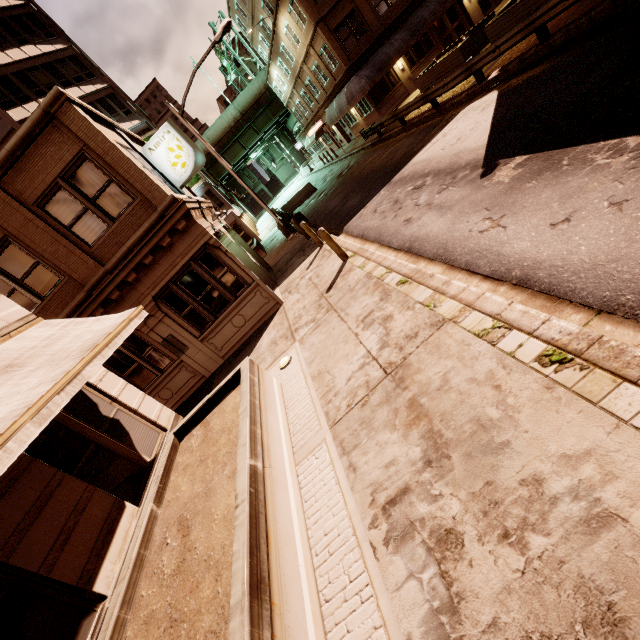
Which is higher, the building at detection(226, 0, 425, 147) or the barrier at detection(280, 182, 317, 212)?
the building at detection(226, 0, 425, 147)

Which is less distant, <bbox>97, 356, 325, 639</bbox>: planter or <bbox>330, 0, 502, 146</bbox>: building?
<bbox>97, 356, 325, 639</bbox>: planter

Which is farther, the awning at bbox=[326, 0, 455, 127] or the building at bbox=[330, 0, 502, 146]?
the building at bbox=[330, 0, 502, 146]

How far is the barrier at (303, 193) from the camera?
28.06m

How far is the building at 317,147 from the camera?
39.08m

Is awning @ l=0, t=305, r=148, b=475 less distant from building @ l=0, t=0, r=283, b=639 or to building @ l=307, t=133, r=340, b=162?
building @ l=0, t=0, r=283, b=639

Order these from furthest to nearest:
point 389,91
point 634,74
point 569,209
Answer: point 389,91 < point 634,74 < point 569,209

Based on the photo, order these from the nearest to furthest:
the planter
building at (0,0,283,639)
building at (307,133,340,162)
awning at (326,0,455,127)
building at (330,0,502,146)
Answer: the planter, building at (0,0,283,639), awning at (326,0,455,127), building at (330,0,502,146), building at (307,133,340,162)
